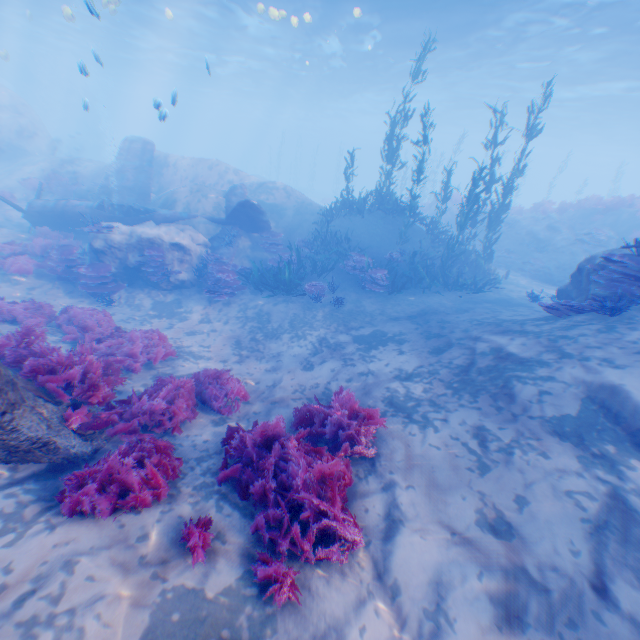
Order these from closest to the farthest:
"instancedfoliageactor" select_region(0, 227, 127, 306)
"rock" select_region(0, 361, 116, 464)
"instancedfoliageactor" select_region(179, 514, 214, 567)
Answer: "instancedfoliageactor" select_region(179, 514, 214, 567)
"rock" select_region(0, 361, 116, 464)
"instancedfoliageactor" select_region(0, 227, 127, 306)

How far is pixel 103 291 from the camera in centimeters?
1112cm

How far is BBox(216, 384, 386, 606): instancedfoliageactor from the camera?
3.4m

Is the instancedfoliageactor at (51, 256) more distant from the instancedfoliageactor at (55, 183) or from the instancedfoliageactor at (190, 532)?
the instancedfoliageactor at (190, 532)

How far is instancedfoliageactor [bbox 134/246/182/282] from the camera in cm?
1174

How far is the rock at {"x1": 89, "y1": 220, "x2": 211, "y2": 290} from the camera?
11.9m

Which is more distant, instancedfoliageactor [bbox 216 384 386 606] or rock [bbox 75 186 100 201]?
rock [bbox 75 186 100 201]

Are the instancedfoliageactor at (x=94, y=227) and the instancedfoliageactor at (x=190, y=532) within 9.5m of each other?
no
